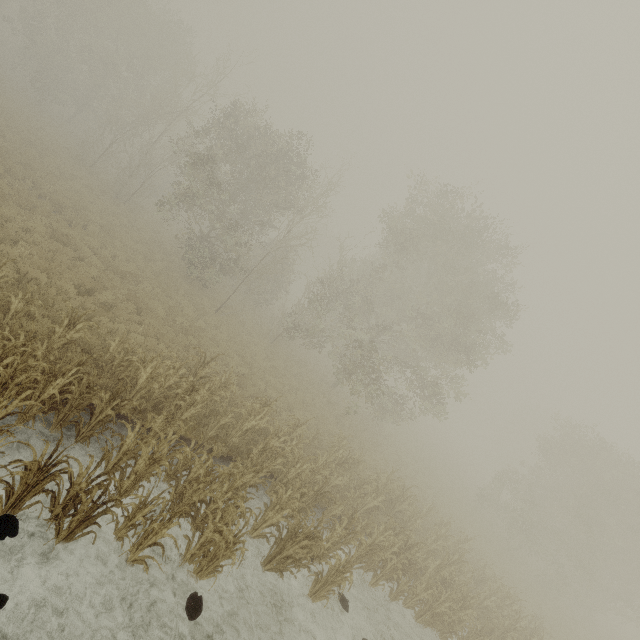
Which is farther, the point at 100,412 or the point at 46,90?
the point at 46,90
